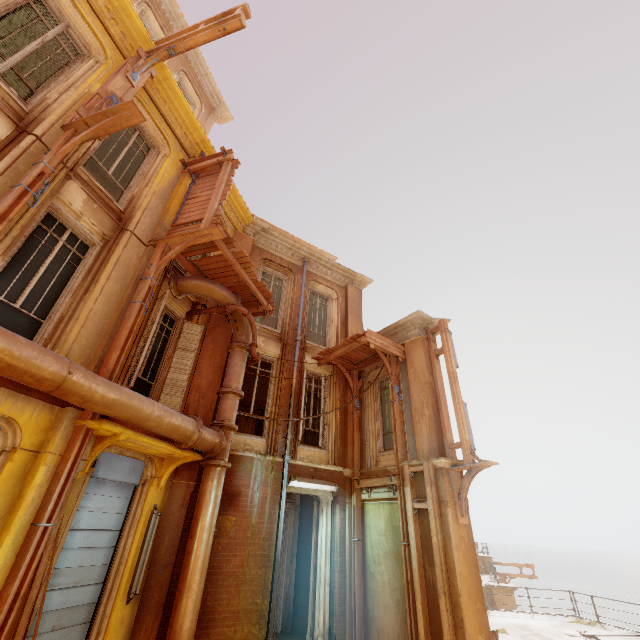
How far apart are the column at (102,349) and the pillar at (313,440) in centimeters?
791cm

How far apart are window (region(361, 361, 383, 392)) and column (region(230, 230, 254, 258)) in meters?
5.2 m

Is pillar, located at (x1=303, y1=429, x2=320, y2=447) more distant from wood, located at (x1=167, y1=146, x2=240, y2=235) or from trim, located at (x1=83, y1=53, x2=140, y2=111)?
trim, located at (x1=83, y1=53, x2=140, y2=111)

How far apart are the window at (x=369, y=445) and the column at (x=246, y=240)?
5.2m

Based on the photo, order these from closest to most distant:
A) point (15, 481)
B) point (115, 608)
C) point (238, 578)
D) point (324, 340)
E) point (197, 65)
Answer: point (15, 481), point (115, 608), point (238, 578), point (324, 340), point (197, 65)

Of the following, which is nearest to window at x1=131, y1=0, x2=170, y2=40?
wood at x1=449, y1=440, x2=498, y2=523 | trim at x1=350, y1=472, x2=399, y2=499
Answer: trim at x1=350, y1=472, x2=399, y2=499

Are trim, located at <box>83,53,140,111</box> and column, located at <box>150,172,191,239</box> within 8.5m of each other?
yes

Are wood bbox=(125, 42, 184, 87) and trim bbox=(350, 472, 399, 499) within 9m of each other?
no
